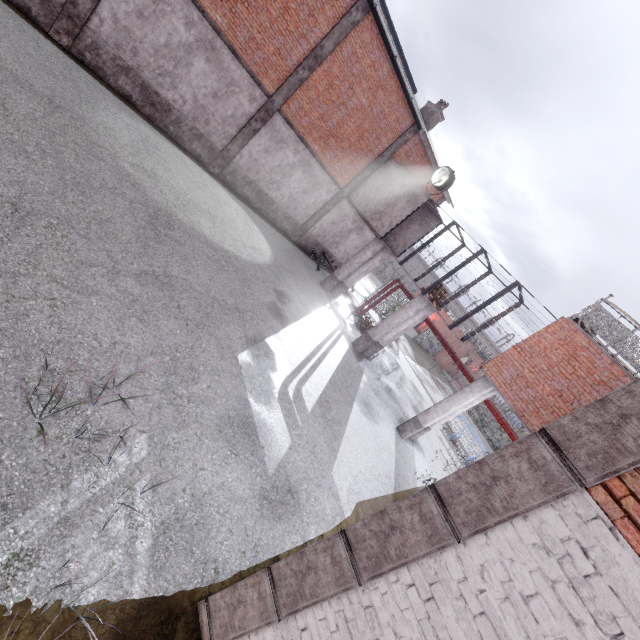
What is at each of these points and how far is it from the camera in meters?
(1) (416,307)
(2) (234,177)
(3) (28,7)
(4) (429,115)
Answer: (1) column, 14.3 m
(2) foundation, 15.3 m
(3) foundation, 9.4 m
(4) chimney, 18.9 m

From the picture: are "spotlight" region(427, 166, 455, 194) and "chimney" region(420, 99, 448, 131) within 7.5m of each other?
yes

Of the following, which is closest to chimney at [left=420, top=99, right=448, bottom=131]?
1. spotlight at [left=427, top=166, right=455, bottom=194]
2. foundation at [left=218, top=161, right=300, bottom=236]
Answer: spotlight at [left=427, top=166, right=455, bottom=194]

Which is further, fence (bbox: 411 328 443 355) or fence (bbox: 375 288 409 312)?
fence (bbox: 411 328 443 355)

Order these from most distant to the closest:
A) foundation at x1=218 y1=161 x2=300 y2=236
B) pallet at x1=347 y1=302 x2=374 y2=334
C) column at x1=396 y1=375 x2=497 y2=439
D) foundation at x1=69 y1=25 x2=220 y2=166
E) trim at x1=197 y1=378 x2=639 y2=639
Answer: pallet at x1=347 y1=302 x2=374 y2=334
foundation at x1=218 y1=161 x2=300 y2=236
column at x1=396 y1=375 x2=497 y2=439
foundation at x1=69 y1=25 x2=220 y2=166
trim at x1=197 y1=378 x2=639 y2=639

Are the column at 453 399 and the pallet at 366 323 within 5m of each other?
no

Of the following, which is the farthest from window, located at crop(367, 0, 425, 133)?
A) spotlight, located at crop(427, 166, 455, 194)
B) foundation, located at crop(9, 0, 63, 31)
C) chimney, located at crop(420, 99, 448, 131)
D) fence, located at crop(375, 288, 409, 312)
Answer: fence, located at crop(375, 288, 409, 312)

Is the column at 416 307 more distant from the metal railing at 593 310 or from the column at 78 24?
the column at 78 24
